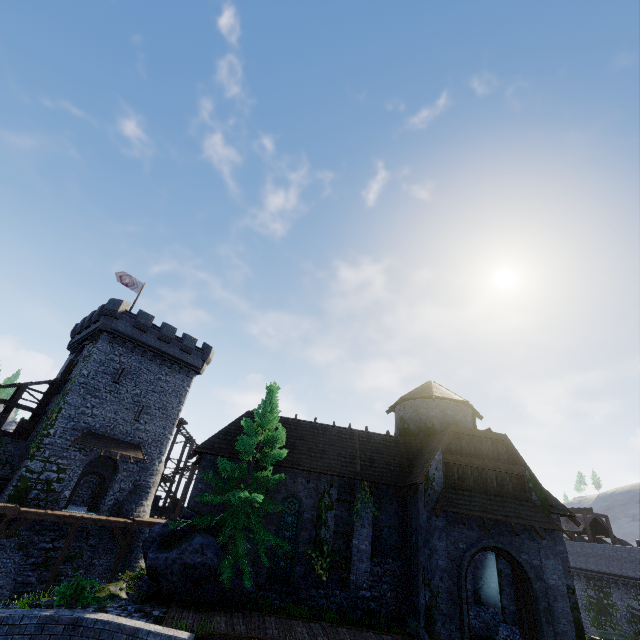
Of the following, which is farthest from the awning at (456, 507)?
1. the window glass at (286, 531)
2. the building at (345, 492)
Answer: the window glass at (286, 531)

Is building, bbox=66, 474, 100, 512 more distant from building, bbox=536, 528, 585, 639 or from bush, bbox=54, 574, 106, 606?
bush, bbox=54, 574, 106, 606

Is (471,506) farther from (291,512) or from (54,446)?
(54,446)

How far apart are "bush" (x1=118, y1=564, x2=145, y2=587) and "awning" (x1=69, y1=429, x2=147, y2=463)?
9.71m

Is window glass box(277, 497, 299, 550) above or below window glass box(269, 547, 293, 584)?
above

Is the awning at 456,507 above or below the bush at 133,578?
above

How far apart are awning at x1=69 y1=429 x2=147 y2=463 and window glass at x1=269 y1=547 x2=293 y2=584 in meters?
17.2

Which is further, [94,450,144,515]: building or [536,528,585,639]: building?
[94,450,144,515]: building
